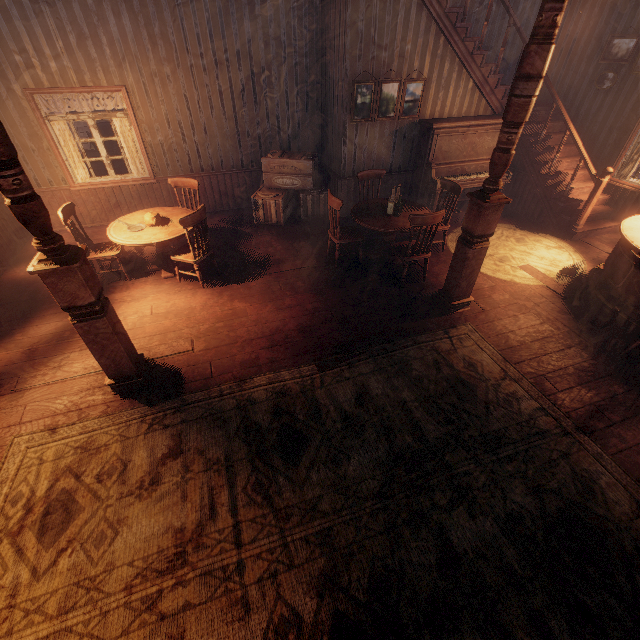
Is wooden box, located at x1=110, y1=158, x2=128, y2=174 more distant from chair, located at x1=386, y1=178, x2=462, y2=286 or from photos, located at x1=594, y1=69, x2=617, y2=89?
photos, located at x1=594, y1=69, x2=617, y2=89

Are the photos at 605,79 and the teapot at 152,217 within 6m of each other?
no

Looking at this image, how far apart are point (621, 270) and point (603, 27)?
5.6m

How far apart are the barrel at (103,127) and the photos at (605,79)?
12.6 meters

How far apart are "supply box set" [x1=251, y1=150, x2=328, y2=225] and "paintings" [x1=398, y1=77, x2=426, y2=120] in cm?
93

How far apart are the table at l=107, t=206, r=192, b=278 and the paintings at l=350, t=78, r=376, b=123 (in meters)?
3.95

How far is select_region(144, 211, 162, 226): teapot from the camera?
5.03m

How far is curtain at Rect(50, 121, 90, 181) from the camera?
5.9 meters
